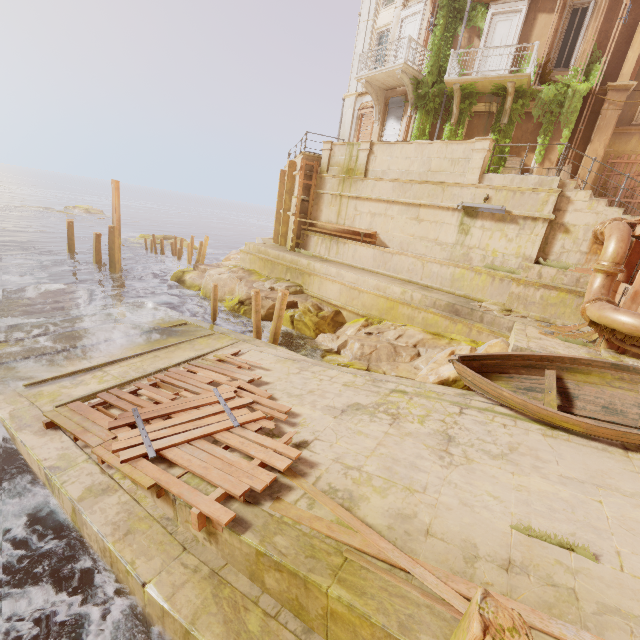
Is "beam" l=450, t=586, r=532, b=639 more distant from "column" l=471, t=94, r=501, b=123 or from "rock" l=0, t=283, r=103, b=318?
"column" l=471, t=94, r=501, b=123

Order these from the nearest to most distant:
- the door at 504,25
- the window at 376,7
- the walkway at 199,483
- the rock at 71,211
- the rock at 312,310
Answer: the walkway at 199,483 < the rock at 312,310 < the door at 504,25 < the window at 376,7 < the rock at 71,211

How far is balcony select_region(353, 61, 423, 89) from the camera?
16.0 meters

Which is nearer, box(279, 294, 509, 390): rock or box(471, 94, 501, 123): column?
box(279, 294, 509, 390): rock

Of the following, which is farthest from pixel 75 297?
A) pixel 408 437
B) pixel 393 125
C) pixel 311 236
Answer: pixel 393 125

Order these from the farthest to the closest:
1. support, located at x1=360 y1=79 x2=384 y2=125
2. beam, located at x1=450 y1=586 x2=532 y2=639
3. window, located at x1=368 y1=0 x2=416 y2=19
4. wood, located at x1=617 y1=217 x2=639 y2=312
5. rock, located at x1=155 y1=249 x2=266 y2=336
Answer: support, located at x1=360 y1=79 x2=384 y2=125 → window, located at x1=368 y1=0 x2=416 y2=19 → rock, located at x1=155 y1=249 x2=266 y2=336 → wood, located at x1=617 y1=217 x2=639 y2=312 → beam, located at x1=450 y1=586 x2=532 y2=639

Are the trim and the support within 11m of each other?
yes

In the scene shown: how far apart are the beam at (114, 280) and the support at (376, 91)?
15.91m
